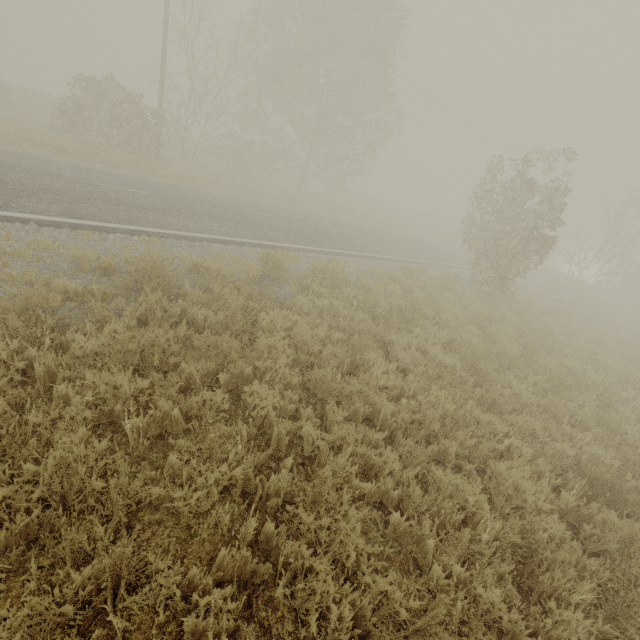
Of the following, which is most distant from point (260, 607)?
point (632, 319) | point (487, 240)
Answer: point (632, 319)
